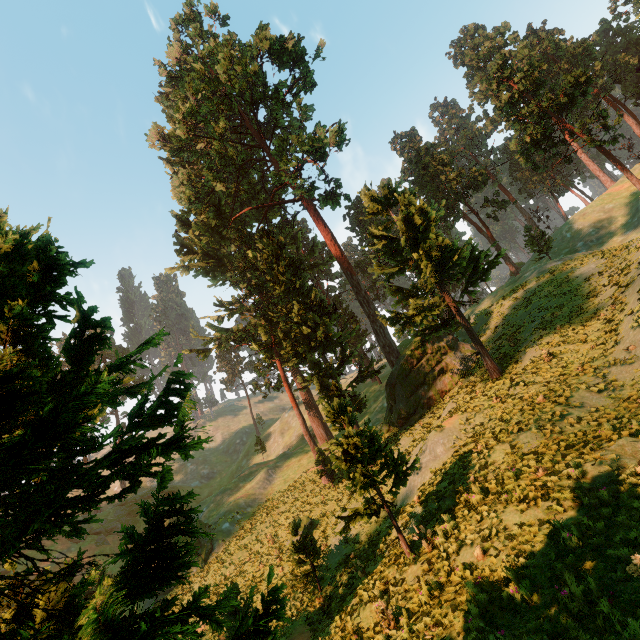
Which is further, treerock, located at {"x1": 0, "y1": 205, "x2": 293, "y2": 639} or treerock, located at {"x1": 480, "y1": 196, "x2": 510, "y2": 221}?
treerock, located at {"x1": 480, "y1": 196, "x2": 510, "y2": 221}

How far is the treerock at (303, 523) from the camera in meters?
17.0

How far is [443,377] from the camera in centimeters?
2755cm

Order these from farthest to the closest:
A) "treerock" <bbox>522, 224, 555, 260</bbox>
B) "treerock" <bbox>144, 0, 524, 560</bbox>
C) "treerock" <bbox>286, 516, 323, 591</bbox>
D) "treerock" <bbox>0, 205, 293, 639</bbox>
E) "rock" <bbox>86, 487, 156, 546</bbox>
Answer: Answer: "rock" <bbox>86, 487, 156, 546</bbox> < "treerock" <bbox>522, 224, 555, 260</bbox> < "treerock" <bbox>144, 0, 524, 560</bbox> < "treerock" <bbox>286, 516, 323, 591</bbox> < "treerock" <bbox>0, 205, 293, 639</bbox>

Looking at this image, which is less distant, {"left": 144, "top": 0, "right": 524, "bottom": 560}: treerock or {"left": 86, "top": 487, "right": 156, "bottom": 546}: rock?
{"left": 144, "top": 0, "right": 524, "bottom": 560}: treerock

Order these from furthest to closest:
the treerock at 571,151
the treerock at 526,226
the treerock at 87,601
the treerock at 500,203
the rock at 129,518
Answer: the rock at 129,518, the treerock at 500,203, the treerock at 526,226, the treerock at 571,151, the treerock at 87,601
